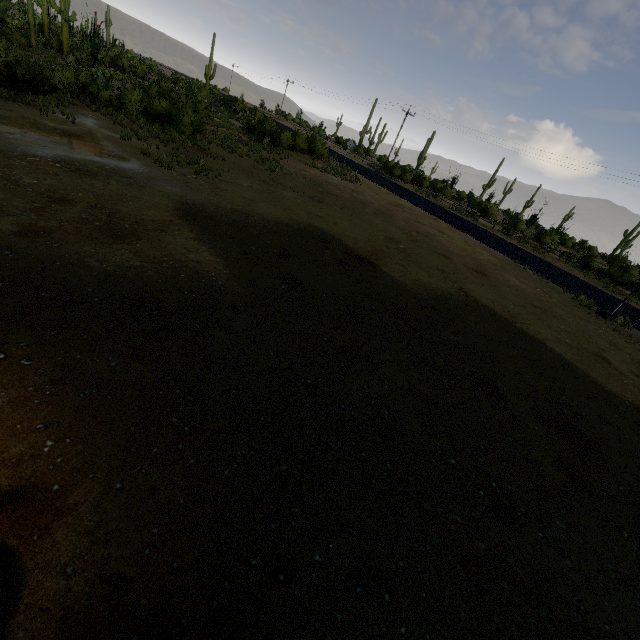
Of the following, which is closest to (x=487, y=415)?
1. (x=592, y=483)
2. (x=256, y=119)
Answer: (x=592, y=483)
